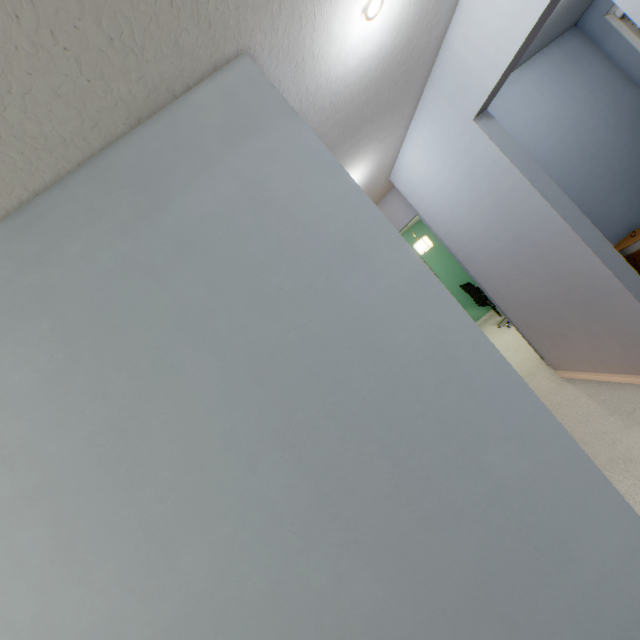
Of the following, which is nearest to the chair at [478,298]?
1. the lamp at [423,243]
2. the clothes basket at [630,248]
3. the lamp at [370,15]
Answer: the lamp at [423,243]

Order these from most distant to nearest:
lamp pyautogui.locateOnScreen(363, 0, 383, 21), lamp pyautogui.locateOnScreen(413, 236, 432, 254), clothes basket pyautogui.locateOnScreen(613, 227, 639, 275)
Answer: lamp pyautogui.locateOnScreen(413, 236, 432, 254), clothes basket pyautogui.locateOnScreen(613, 227, 639, 275), lamp pyautogui.locateOnScreen(363, 0, 383, 21)

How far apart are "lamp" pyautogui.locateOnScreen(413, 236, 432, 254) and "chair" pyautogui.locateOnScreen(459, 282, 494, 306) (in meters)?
0.83

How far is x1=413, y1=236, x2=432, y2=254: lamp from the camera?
Answer: 5.14m

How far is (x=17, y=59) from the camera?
0.73m

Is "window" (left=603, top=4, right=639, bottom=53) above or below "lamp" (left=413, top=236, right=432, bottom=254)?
above

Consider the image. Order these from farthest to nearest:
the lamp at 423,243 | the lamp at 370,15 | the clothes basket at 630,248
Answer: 1. the lamp at 423,243
2. the clothes basket at 630,248
3. the lamp at 370,15

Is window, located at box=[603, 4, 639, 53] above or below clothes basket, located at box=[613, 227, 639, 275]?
above
